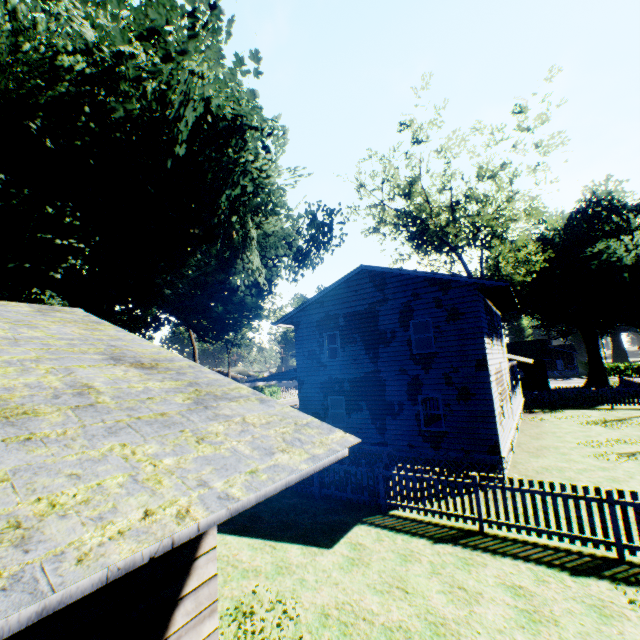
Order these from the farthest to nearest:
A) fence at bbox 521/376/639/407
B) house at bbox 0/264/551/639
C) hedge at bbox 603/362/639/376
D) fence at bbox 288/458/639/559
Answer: hedge at bbox 603/362/639/376, fence at bbox 521/376/639/407, fence at bbox 288/458/639/559, house at bbox 0/264/551/639

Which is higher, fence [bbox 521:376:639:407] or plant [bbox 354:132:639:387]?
plant [bbox 354:132:639:387]

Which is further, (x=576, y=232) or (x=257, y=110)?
(x=576, y=232)

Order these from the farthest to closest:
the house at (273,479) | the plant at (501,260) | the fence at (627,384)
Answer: the plant at (501,260), the fence at (627,384), the house at (273,479)

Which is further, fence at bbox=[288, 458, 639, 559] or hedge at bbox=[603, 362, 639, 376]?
hedge at bbox=[603, 362, 639, 376]

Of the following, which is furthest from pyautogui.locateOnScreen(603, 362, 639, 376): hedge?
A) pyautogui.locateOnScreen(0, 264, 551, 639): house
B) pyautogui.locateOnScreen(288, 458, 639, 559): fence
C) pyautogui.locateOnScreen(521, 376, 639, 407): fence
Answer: pyautogui.locateOnScreen(0, 264, 551, 639): house

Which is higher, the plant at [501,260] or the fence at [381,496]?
the plant at [501,260]

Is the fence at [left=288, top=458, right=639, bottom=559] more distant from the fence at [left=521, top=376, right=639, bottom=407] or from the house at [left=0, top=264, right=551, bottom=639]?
the house at [left=0, top=264, right=551, bottom=639]
